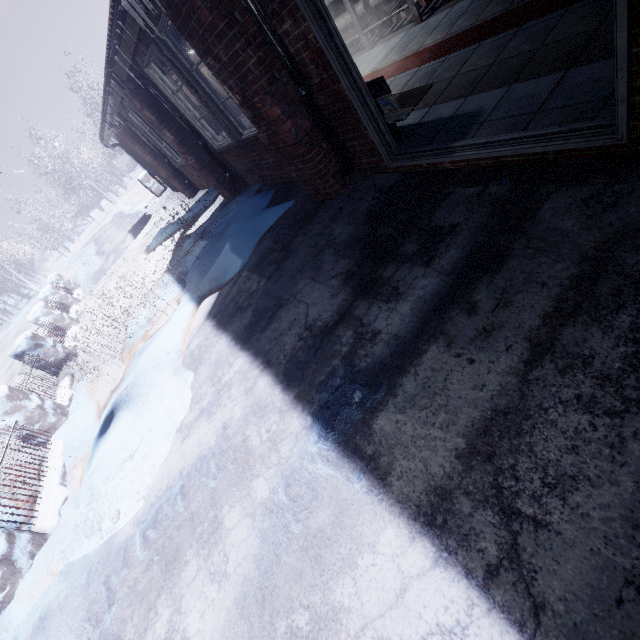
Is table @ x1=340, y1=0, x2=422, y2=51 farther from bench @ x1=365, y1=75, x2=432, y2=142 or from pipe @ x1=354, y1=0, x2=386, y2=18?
bench @ x1=365, y1=75, x2=432, y2=142

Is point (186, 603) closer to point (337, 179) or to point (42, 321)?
point (337, 179)

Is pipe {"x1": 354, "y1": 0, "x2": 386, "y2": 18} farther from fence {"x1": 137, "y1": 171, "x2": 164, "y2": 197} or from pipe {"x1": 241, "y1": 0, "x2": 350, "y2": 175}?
fence {"x1": 137, "y1": 171, "x2": 164, "y2": 197}

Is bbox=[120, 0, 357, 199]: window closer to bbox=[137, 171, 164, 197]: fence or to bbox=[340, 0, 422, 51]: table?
bbox=[340, 0, 422, 51]: table

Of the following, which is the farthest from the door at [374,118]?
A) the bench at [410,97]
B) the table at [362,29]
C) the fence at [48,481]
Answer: the fence at [48,481]

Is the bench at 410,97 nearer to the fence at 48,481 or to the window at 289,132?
the window at 289,132

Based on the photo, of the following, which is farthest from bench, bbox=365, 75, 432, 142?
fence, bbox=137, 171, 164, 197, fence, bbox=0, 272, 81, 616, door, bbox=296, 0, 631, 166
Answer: fence, bbox=137, 171, 164, 197

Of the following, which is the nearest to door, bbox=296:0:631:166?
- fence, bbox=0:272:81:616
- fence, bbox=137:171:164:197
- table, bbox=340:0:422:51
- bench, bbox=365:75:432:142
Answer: bench, bbox=365:75:432:142
